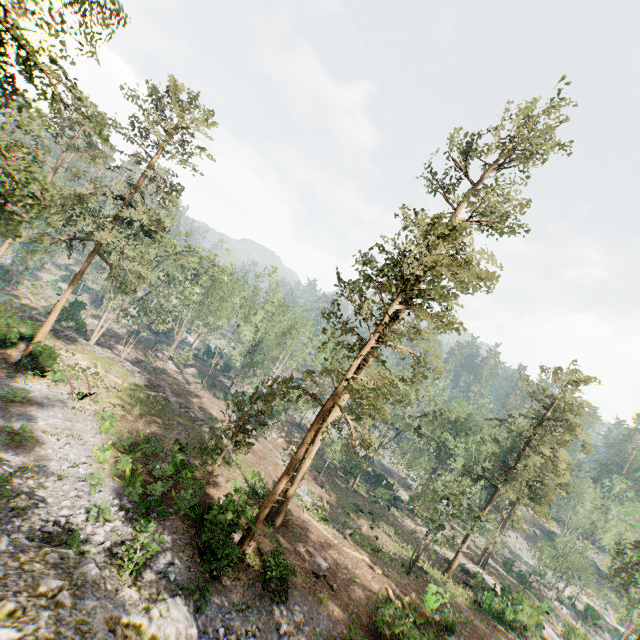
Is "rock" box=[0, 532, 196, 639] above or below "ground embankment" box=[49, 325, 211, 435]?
above

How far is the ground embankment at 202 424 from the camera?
30.41m

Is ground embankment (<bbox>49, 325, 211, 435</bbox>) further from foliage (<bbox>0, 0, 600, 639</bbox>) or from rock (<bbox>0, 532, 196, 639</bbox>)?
rock (<bbox>0, 532, 196, 639</bbox>)

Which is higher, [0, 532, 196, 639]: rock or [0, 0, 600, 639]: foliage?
[0, 0, 600, 639]: foliage

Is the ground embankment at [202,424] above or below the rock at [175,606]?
below

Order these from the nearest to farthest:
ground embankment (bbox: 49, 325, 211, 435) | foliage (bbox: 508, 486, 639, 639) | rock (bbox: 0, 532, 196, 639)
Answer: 1. rock (bbox: 0, 532, 196, 639)
2. foliage (bbox: 508, 486, 639, 639)
3. ground embankment (bbox: 49, 325, 211, 435)

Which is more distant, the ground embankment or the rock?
the ground embankment

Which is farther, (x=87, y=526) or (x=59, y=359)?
(x=59, y=359)
